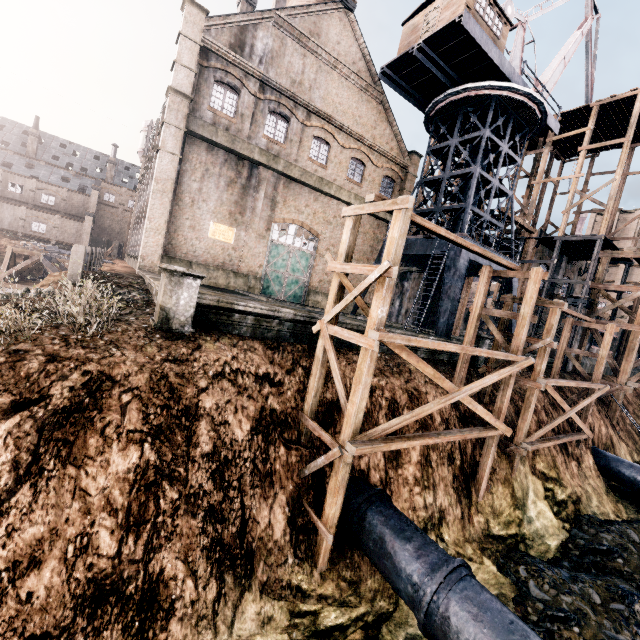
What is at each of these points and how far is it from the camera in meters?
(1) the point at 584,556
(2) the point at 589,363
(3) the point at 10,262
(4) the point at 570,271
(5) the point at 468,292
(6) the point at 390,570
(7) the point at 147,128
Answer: (1) stone debris, 14.2
(2) building, 30.2
(3) wooden support structure, 30.5
(4) building, 36.4
(5) building, 30.8
(6) pipe, 8.5
(7) silo, 53.4

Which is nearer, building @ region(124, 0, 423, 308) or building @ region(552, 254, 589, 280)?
building @ region(124, 0, 423, 308)

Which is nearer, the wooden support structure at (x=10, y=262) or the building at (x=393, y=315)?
the wooden support structure at (x=10, y=262)

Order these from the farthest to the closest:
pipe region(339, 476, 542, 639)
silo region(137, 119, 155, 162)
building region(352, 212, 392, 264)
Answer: silo region(137, 119, 155, 162)
building region(352, 212, 392, 264)
pipe region(339, 476, 542, 639)

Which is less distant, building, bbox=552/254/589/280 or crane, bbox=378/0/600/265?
crane, bbox=378/0/600/265

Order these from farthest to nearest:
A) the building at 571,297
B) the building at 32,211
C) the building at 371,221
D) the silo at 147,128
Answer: the building at 32,211, the silo at 147,128, the building at 371,221, the building at 571,297

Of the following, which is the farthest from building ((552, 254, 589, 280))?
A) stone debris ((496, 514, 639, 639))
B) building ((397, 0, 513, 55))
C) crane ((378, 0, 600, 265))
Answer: stone debris ((496, 514, 639, 639))

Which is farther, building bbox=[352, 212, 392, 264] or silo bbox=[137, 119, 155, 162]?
silo bbox=[137, 119, 155, 162]
